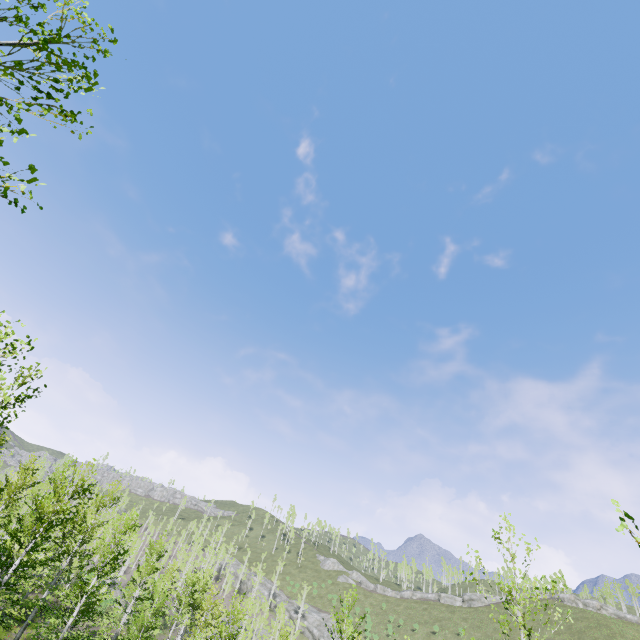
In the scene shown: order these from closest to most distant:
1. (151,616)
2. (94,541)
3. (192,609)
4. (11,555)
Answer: (11,555)
(151,616)
(192,609)
(94,541)
